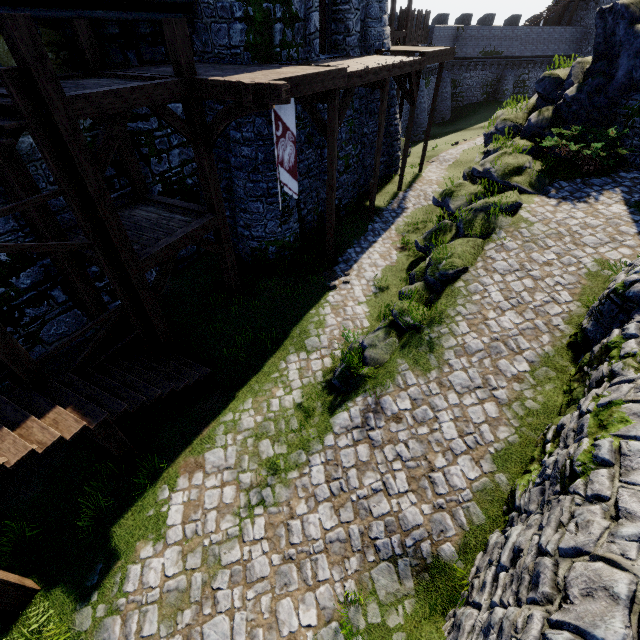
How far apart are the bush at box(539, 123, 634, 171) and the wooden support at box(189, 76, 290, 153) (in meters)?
10.30

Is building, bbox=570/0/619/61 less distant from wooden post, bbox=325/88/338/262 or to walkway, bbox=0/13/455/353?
walkway, bbox=0/13/455/353

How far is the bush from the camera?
11.1m

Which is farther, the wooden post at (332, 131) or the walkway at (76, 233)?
the wooden post at (332, 131)

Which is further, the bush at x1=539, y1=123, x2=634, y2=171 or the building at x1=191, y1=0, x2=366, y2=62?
the bush at x1=539, y1=123, x2=634, y2=171

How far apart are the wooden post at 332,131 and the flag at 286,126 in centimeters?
147cm

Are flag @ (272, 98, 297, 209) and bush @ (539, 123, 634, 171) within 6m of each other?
no

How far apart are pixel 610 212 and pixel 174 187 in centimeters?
1460cm
